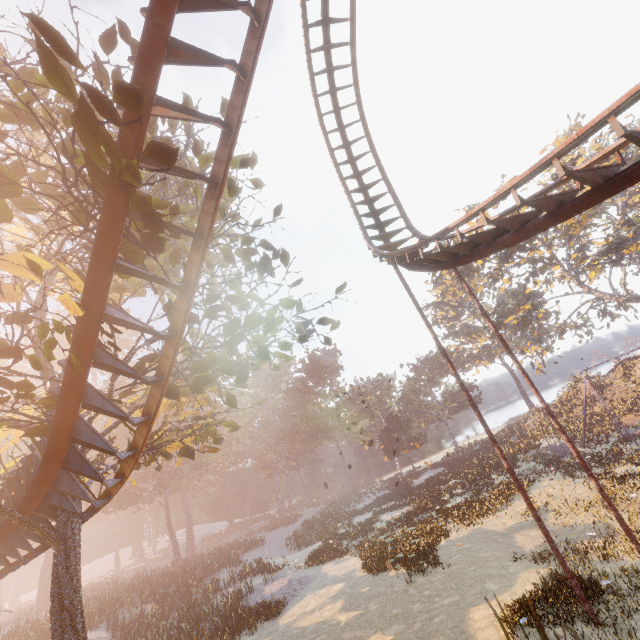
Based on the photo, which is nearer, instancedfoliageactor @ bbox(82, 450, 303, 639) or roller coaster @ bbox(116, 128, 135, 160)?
roller coaster @ bbox(116, 128, 135, 160)

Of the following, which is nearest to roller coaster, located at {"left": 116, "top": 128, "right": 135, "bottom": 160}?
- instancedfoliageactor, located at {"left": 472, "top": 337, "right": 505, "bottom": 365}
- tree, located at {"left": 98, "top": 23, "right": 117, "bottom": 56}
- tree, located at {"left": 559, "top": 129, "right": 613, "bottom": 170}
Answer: tree, located at {"left": 98, "top": 23, "right": 117, "bottom": 56}

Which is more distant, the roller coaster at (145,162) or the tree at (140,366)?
the tree at (140,366)

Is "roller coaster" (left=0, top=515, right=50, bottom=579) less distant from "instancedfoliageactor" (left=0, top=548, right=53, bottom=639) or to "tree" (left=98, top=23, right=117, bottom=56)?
"tree" (left=98, top=23, right=117, bottom=56)

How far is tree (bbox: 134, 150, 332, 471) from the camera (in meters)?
6.95

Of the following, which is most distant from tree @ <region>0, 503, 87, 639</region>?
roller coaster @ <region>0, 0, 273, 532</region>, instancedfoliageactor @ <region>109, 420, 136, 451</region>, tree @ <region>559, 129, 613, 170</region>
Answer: tree @ <region>559, 129, 613, 170</region>

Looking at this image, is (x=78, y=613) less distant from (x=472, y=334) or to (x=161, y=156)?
(x=161, y=156)

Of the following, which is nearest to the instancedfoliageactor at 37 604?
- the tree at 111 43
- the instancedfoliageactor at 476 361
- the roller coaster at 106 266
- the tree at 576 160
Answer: the roller coaster at 106 266
